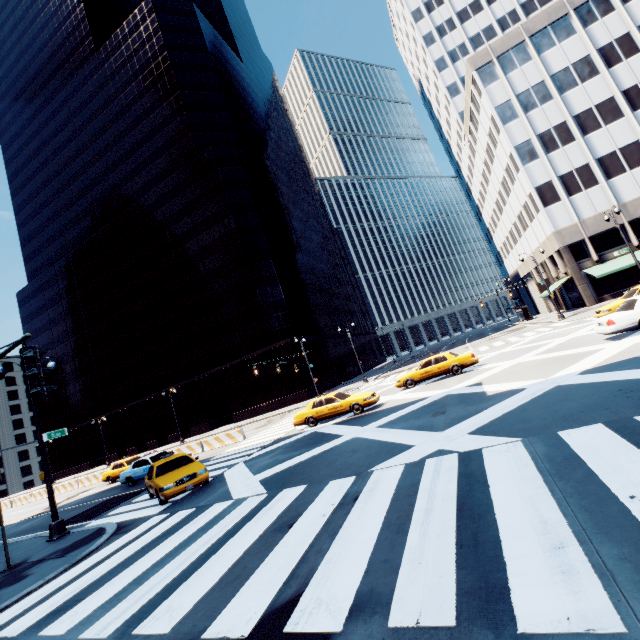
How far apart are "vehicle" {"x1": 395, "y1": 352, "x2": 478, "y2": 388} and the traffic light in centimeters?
1844cm

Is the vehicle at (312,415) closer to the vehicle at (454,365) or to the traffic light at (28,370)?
the vehicle at (454,365)

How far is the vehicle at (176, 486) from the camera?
12.0m

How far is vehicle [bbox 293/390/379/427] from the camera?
17.62m

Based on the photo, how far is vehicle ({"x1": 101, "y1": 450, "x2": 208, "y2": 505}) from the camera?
12.0m

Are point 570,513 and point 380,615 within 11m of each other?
yes

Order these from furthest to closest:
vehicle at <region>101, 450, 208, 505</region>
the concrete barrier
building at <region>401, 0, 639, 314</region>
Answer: building at <region>401, 0, 639, 314</region>
the concrete barrier
vehicle at <region>101, 450, 208, 505</region>

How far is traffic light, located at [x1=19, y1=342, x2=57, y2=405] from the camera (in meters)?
4.74
